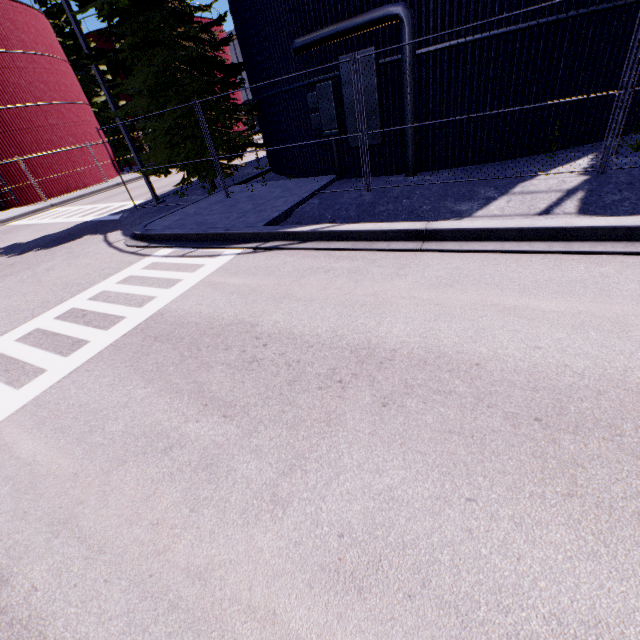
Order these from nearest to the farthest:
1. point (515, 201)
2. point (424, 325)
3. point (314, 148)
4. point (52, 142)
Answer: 1. point (424, 325)
2. point (515, 201)
3. point (314, 148)
4. point (52, 142)

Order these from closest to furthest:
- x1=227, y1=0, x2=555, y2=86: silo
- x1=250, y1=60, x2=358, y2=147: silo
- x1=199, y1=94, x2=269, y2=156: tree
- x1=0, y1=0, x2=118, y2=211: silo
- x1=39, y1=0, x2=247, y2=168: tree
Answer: x1=227, y1=0, x2=555, y2=86: silo, x1=250, y1=60, x2=358, y2=147: silo, x1=39, y1=0, x2=247, y2=168: tree, x1=199, y1=94, x2=269, y2=156: tree, x1=0, y1=0, x2=118, y2=211: silo

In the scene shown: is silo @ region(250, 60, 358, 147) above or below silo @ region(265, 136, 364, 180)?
above

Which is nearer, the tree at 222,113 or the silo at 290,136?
the silo at 290,136

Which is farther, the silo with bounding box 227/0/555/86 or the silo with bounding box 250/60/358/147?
the silo with bounding box 250/60/358/147

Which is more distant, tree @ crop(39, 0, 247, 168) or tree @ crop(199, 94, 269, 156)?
tree @ crop(199, 94, 269, 156)
